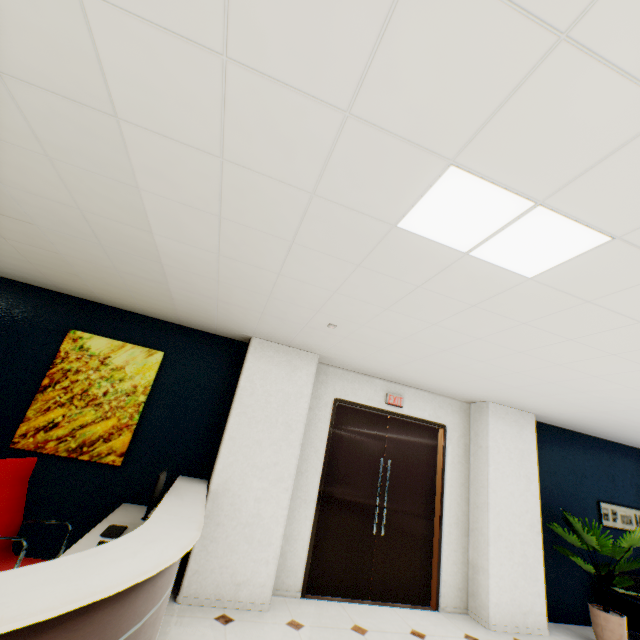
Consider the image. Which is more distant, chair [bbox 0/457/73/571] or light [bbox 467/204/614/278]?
chair [bbox 0/457/73/571]

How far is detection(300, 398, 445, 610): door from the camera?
4.4m

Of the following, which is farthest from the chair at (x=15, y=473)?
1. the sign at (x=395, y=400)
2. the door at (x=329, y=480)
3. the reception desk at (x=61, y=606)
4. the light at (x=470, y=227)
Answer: the sign at (x=395, y=400)

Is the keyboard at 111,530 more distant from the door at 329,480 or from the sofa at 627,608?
the sofa at 627,608

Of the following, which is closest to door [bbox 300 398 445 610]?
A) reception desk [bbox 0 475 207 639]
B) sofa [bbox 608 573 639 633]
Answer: reception desk [bbox 0 475 207 639]

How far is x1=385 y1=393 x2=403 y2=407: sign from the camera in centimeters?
518cm

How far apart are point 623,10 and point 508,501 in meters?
5.8 m

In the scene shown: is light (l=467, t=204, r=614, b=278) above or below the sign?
above
